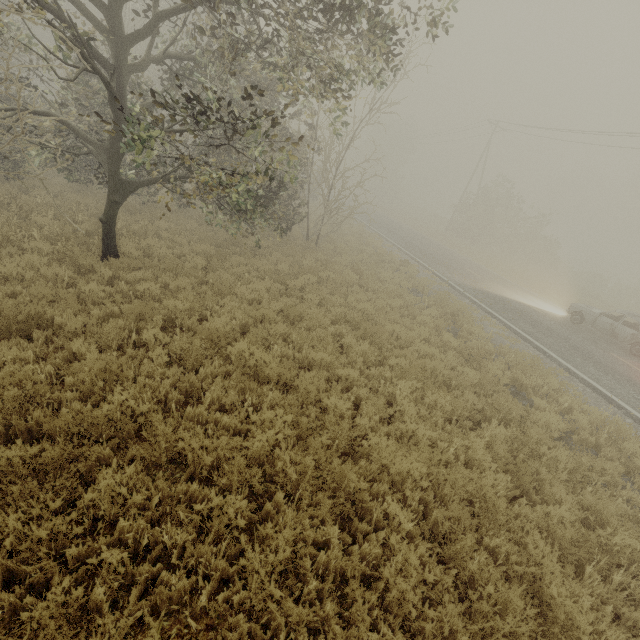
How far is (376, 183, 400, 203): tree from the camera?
58.2m

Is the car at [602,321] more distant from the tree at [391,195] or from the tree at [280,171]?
the tree at [280,171]

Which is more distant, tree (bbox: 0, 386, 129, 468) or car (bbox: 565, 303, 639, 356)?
car (bbox: 565, 303, 639, 356)

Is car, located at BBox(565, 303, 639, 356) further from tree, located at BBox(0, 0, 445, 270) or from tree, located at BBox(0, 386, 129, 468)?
tree, located at BBox(0, 386, 129, 468)

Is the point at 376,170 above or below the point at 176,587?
above

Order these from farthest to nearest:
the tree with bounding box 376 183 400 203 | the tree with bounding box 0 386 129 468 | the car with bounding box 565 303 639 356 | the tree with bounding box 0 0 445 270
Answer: the tree with bounding box 376 183 400 203 → the car with bounding box 565 303 639 356 → the tree with bounding box 0 0 445 270 → the tree with bounding box 0 386 129 468

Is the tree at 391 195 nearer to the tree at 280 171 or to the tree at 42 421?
the tree at 280 171
